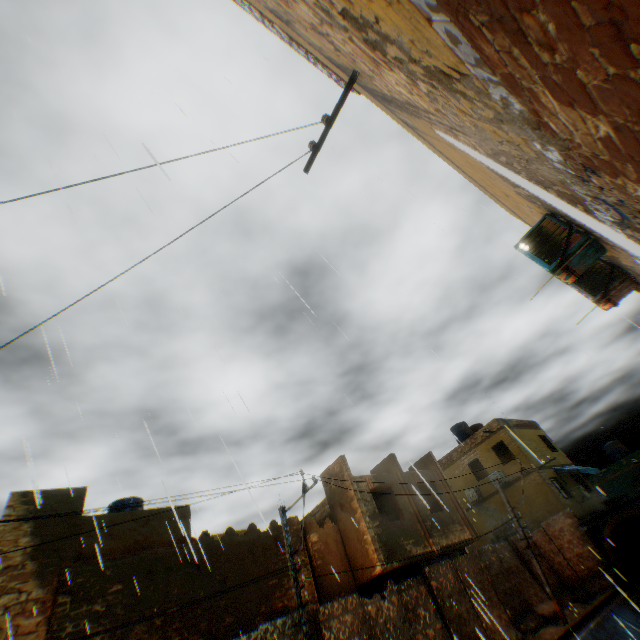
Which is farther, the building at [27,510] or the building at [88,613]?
the building at [27,510]

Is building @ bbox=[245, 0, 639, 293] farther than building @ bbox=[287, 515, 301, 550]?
No

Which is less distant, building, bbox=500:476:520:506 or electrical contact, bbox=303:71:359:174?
electrical contact, bbox=303:71:359:174

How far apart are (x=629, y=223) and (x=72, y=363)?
5.6 meters

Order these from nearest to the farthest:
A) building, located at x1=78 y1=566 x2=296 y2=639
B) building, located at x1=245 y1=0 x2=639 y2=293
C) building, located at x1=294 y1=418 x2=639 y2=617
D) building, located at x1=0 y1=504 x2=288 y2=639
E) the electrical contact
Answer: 1. building, located at x1=245 y1=0 x2=639 y2=293
2. the electrical contact
3. building, located at x1=0 y1=504 x2=288 y2=639
4. building, located at x1=78 y1=566 x2=296 y2=639
5. building, located at x1=294 y1=418 x2=639 y2=617

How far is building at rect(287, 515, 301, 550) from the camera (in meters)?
14.22

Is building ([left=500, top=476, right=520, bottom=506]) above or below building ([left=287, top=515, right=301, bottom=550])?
below

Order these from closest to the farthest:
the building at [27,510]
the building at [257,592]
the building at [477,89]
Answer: the building at [477,89], the building at [257,592], the building at [27,510]
